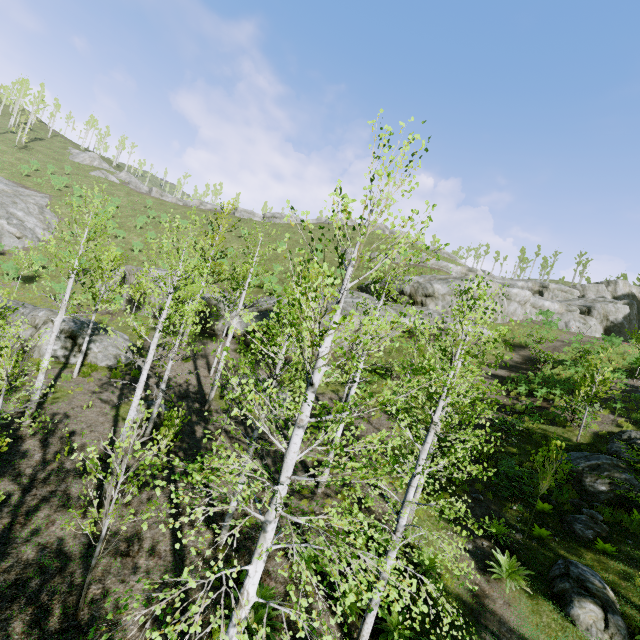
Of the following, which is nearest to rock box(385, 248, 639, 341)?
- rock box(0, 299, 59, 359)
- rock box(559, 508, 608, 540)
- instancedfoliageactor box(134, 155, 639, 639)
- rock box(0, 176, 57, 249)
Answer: instancedfoliageactor box(134, 155, 639, 639)

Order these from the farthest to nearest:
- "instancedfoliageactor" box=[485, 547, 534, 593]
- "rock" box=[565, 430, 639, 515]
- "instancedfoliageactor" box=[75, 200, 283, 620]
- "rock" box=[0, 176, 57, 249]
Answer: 1. "rock" box=[0, 176, 57, 249]
2. "rock" box=[565, 430, 639, 515]
3. "instancedfoliageactor" box=[485, 547, 534, 593]
4. "instancedfoliageactor" box=[75, 200, 283, 620]

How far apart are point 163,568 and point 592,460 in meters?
15.1

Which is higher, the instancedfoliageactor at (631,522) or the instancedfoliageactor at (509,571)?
the instancedfoliageactor at (631,522)

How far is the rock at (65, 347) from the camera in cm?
1833

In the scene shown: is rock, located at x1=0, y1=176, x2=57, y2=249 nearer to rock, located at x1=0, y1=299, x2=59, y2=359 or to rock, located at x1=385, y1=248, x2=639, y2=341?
rock, located at x1=0, y1=299, x2=59, y2=359

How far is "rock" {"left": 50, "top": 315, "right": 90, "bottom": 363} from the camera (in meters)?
18.33

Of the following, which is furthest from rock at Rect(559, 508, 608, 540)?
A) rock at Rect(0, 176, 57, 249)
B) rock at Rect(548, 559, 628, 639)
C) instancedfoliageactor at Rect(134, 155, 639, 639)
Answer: rock at Rect(0, 176, 57, 249)
